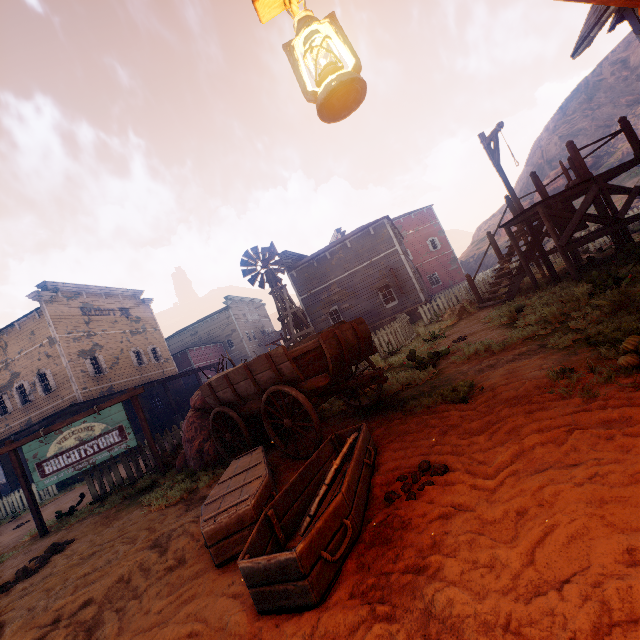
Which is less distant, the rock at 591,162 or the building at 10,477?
the building at 10,477

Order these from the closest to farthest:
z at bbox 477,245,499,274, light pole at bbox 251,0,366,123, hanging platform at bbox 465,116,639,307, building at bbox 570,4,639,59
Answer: light pole at bbox 251,0,366,123, building at bbox 570,4,639,59, hanging platform at bbox 465,116,639,307, z at bbox 477,245,499,274

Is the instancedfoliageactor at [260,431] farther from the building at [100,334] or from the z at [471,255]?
the building at [100,334]

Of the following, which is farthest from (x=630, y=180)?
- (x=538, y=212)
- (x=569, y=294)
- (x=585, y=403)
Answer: (x=585, y=403)

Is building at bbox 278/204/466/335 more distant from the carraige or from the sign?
the sign

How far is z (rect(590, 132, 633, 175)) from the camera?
38.7 meters

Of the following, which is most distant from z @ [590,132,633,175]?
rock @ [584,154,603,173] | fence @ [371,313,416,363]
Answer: rock @ [584,154,603,173]

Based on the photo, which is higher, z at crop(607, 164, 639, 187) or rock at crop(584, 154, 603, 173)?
rock at crop(584, 154, 603, 173)
